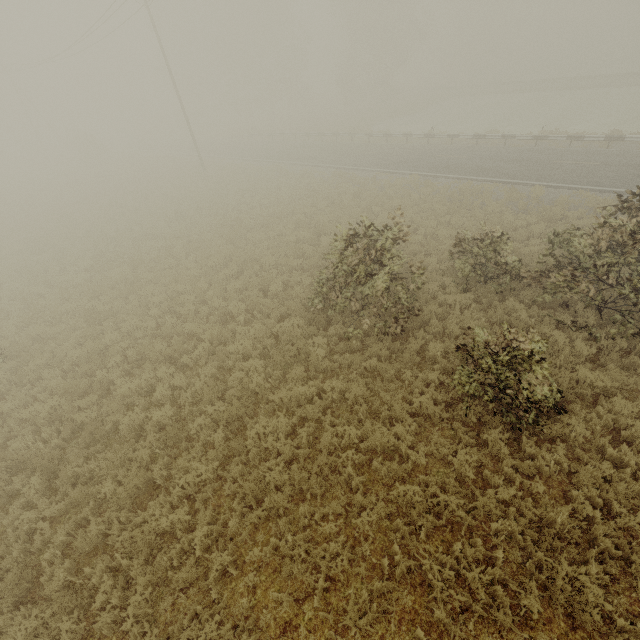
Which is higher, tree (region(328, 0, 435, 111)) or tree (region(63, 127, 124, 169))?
tree (region(328, 0, 435, 111))

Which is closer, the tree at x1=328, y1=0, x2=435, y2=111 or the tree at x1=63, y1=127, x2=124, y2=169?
the tree at x1=328, y1=0, x2=435, y2=111

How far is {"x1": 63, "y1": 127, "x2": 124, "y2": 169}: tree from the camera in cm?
3894

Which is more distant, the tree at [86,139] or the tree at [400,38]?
the tree at [86,139]

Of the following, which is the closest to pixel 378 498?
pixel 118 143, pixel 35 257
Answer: pixel 35 257

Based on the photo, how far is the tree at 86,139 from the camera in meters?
38.9 m
